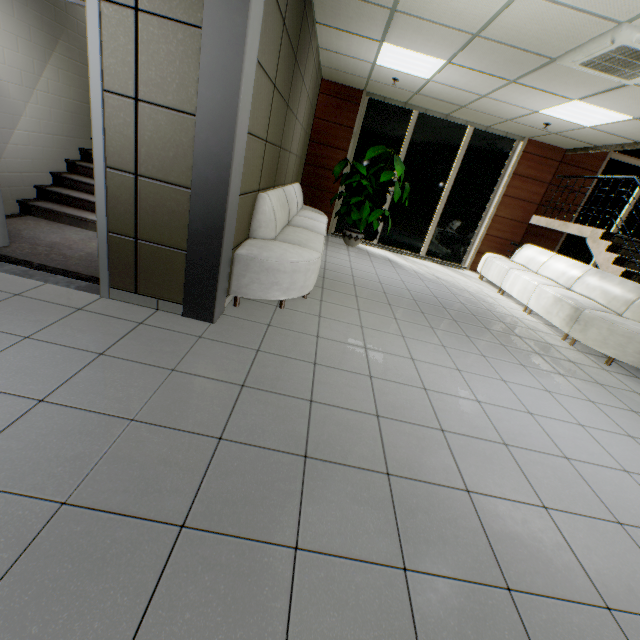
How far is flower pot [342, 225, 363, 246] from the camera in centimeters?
755cm

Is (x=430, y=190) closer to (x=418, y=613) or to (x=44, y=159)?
(x=44, y=159)

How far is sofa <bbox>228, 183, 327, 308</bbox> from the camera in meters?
3.2

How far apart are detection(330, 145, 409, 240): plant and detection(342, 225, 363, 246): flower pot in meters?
0.9

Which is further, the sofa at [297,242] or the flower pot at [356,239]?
the flower pot at [356,239]

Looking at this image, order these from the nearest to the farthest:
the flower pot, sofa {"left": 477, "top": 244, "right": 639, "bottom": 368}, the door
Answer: the door, sofa {"left": 477, "top": 244, "right": 639, "bottom": 368}, the flower pot

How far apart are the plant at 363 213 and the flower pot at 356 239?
0.9m

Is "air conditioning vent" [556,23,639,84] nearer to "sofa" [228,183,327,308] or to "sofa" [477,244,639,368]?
"sofa" [477,244,639,368]
